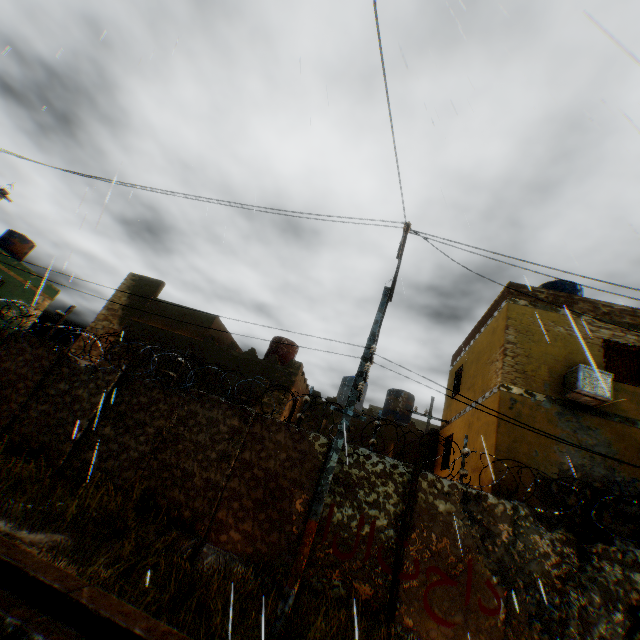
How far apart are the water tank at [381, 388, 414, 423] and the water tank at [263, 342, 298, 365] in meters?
5.8 m

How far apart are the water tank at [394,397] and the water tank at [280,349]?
5.8m

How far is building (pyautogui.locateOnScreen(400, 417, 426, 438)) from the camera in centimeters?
1556cm

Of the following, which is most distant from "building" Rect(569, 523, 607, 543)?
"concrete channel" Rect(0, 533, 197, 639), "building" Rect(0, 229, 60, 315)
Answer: "building" Rect(0, 229, 60, 315)

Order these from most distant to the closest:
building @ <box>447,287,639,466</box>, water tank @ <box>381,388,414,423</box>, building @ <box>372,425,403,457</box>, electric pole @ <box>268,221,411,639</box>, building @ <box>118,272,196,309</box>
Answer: water tank @ <box>381,388,414,423</box> < building @ <box>118,272,196,309</box> < building @ <box>372,425,403,457</box> < building @ <box>447,287,639,466</box> < electric pole @ <box>268,221,411,639</box>

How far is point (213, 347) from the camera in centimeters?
1441cm

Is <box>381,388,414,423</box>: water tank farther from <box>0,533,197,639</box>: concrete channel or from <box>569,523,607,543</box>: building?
<box>0,533,197,639</box>: concrete channel

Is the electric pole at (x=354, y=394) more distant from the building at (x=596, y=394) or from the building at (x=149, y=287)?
the building at (x=149, y=287)
